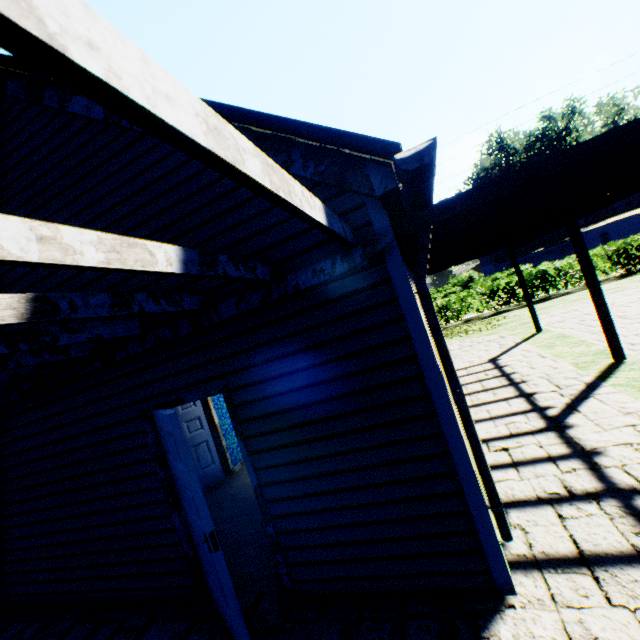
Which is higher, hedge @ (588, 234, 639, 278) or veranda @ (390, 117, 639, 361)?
veranda @ (390, 117, 639, 361)

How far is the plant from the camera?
54.4 meters

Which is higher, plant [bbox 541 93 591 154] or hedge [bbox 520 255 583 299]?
plant [bbox 541 93 591 154]

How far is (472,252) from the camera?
7.72m

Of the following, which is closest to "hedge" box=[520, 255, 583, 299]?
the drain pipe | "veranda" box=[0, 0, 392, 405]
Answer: "veranda" box=[0, 0, 392, 405]

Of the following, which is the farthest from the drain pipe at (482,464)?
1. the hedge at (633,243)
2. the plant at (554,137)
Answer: the hedge at (633,243)

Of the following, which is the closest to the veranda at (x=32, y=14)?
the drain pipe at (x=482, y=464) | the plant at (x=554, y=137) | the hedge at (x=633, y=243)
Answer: the drain pipe at (x=482, y=464)

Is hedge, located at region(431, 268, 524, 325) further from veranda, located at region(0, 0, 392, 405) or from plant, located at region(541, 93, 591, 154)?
veranda, located at region(0, 0, 392, 405)
